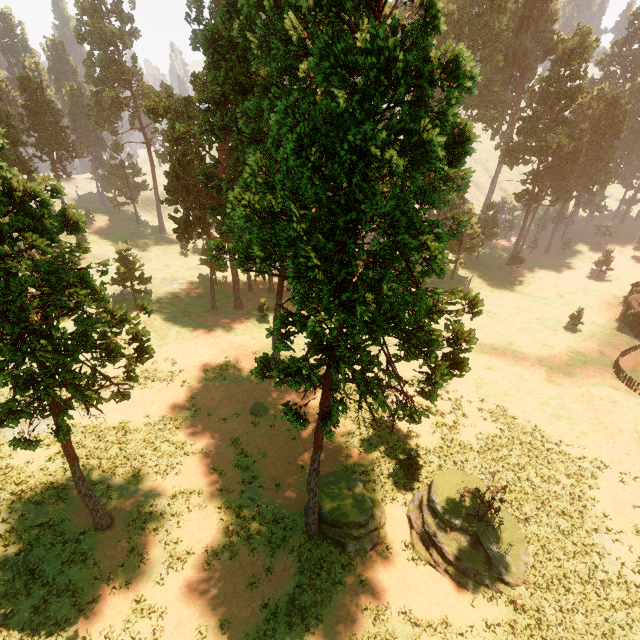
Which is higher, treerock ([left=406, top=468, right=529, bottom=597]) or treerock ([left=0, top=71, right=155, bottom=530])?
treerock ([left=0, top=71, right=155, bottom=530])

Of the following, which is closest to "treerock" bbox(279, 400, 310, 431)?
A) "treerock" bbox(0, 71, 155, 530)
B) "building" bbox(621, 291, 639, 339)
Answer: "building" bbox(621, 291, 639, 339)

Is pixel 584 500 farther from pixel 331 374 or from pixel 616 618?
pixel 331 374

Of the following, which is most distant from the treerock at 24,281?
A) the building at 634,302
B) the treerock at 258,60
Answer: the building at 634,302

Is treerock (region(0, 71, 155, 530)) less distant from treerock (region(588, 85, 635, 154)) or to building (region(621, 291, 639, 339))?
treerock (region(588, 85, 635, 154))

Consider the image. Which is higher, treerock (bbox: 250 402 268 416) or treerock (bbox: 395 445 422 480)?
treerock (bbox: 395 445 422 480)

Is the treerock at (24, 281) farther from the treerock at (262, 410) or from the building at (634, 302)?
the building at (634, 302)
